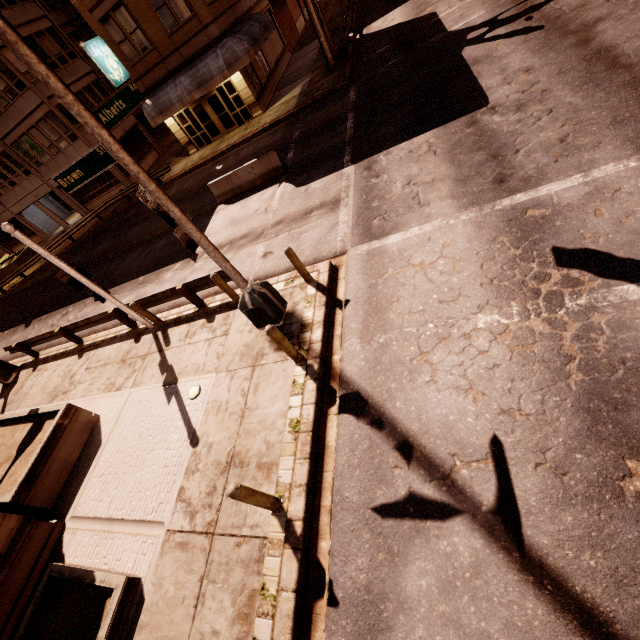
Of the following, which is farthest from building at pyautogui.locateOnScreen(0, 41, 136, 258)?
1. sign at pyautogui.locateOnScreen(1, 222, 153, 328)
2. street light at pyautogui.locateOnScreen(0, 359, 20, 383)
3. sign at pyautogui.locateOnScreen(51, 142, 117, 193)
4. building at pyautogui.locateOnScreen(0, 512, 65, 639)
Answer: building at pyautogui.locateOnScreen(0, 512, 65, 639)

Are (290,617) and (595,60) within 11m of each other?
no

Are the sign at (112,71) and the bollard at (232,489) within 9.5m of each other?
no

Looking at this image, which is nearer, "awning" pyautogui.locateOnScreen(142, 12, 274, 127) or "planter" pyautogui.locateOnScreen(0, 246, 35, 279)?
"awning" pyautogui.locateOnScreen(142, 12, 274, 127)

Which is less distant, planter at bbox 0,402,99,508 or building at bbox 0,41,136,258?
planter at bbox 0,402,99,508

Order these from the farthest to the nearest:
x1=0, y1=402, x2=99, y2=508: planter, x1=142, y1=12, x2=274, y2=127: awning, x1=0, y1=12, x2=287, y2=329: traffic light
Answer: x1=142, y1=12, x2=274, y2=127: awning < x1=0, y1=402, x2=99, y2=508: planter < x1=0, y1=12, x2=287, y2=329: traffic light

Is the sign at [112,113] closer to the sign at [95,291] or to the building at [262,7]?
the sign at [95,291]

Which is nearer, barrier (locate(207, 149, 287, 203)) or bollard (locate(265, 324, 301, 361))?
bollard (locate(265, 324, 301, 361))
